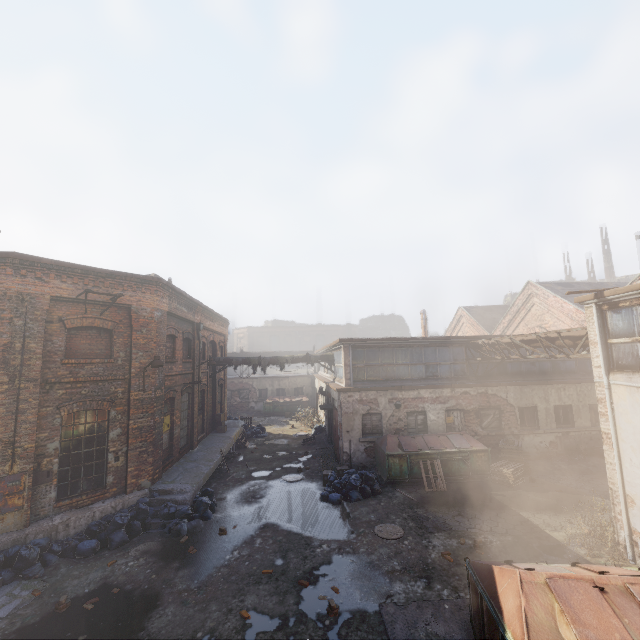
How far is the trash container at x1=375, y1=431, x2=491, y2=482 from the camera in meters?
13.3 m

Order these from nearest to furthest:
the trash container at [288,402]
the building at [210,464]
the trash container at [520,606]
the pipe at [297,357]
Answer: the trash container at [520,606] < the building at [210,464] < the pipe at [297,357] < the trash container at [288,402]

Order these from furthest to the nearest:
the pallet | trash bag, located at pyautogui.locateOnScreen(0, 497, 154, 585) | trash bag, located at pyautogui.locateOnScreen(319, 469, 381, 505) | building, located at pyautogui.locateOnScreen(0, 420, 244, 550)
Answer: the pallet, trash bag, located at pyautogui.locateOnScreen(319, 469, 381, 505), building, located at pyautogui.locateOnScreen(0, 420, 244, 550), trash bag, located at pyautogui.locateOnScreen(0, 497, 154, 585)

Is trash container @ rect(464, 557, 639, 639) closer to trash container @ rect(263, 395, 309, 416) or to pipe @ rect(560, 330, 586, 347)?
pipe @ rect(560, 330, 586, 347)

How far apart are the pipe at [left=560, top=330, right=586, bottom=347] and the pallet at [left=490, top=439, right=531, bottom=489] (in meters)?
4.78

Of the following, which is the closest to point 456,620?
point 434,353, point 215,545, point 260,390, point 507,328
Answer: point 215,545

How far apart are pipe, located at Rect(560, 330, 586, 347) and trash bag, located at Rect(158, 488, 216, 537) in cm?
1334

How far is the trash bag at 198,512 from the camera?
10.04m
